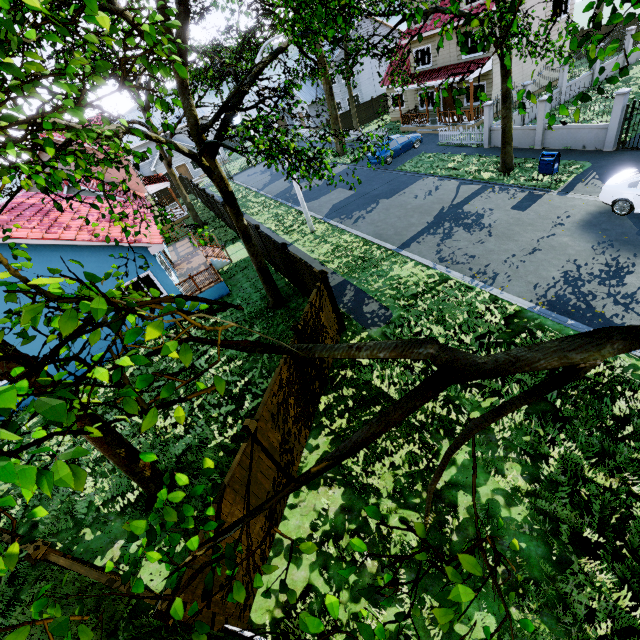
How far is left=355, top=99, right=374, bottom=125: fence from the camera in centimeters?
3609cm

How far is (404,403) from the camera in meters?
2.3 m

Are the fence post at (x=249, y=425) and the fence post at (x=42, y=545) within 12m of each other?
yes

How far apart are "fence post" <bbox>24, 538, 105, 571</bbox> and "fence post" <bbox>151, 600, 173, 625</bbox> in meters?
2.9

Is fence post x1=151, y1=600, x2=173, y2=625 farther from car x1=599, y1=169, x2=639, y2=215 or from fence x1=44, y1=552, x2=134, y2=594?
car x1=599, y1=169, x2=639, y2=215

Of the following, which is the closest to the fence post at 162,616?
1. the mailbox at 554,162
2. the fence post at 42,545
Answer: the fence post at 42,545

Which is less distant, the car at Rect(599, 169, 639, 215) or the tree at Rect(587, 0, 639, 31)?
the tree at Rect(587, 0, 639, 31)
